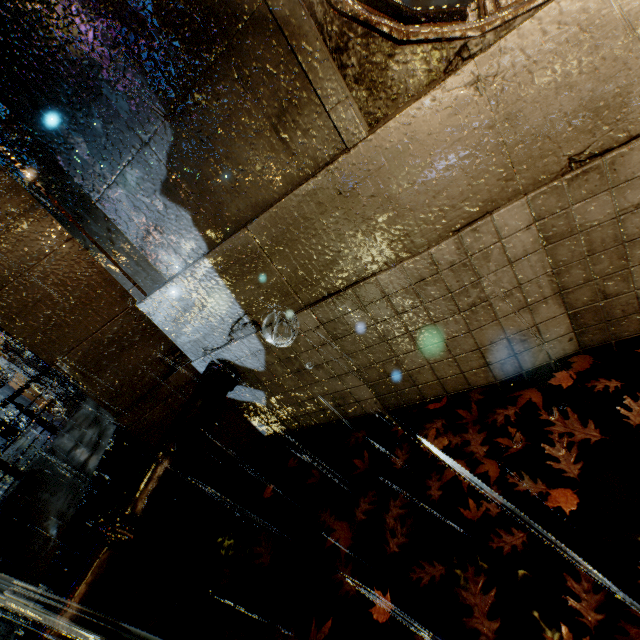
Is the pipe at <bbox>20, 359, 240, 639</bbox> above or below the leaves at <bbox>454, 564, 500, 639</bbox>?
above

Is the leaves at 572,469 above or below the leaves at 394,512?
below

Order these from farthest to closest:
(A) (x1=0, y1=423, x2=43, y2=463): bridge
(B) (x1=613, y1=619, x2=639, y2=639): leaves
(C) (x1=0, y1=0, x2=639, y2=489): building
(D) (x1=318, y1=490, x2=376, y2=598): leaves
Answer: (A) (x1=0, y1=423, x2=43, y2=463): bridge, (D) (x1=318, y1=490, x2=376, y2=598): leaves, (C) (x1=0, y1=0, x2=639, y2=489): building, (B) (x1=613, y1=619, x2=639, y2=639): leaves

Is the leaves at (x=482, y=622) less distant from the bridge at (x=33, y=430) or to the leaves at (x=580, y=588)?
the leaves at (x=580, y=588)

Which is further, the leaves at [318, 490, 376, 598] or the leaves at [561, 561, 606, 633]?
the leaves at [318, 490, 376, 598]

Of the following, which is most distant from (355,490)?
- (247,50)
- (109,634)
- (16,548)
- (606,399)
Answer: (16,548)

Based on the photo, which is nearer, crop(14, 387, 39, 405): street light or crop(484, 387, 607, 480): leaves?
crop(484, 387, 607, 480): leaves

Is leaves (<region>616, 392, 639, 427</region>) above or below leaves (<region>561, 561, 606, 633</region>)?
below
